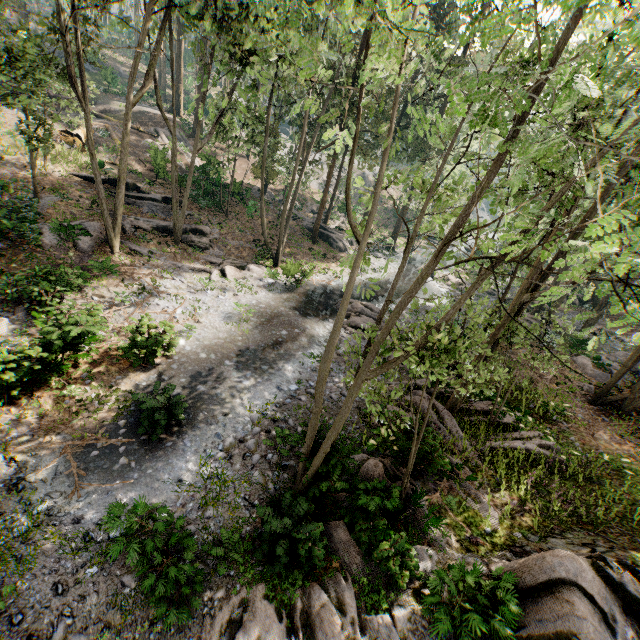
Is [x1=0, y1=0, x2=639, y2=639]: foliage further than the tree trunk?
No

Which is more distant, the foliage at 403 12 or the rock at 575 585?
the rock at 575 585

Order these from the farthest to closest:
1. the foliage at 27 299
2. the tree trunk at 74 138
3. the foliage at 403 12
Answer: the tree trunk at 74 138 < the foliage at 27 299 < the foliage at 403 12

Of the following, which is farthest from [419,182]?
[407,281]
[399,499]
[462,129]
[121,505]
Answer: [407,281]

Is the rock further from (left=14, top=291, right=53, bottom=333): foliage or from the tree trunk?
the tree trunk

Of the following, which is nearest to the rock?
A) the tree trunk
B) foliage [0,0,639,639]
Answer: foliage [0,0,639,639]
